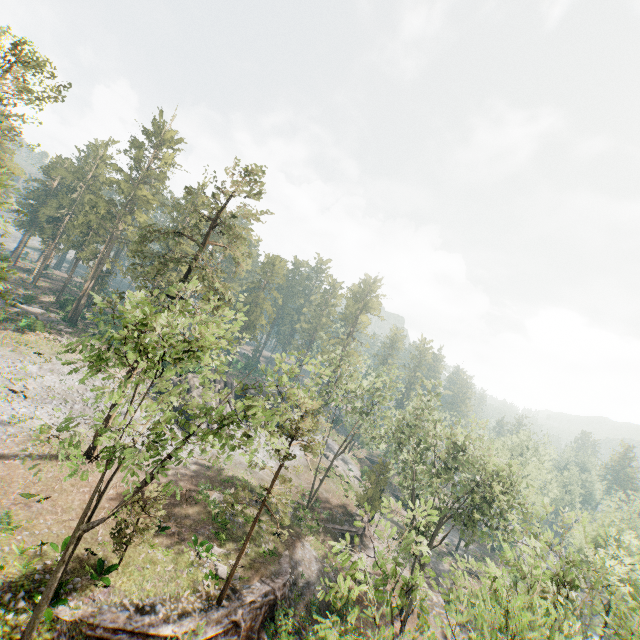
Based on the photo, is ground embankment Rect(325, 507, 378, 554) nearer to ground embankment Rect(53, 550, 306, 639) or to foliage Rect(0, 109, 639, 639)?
foliage Rect(0, 109, 639, 639)

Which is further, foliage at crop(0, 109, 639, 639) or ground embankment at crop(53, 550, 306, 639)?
ground embankment at crop(53, 550, 306, 639)

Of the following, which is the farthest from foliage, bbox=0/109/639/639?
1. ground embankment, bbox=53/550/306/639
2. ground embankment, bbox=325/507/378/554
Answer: ground embankment, bbox=53/550/306/639

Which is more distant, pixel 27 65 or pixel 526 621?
pixel 27 65

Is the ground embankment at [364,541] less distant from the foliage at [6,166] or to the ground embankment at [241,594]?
the foliage at [6,166]

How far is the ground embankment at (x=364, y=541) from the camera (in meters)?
37.51
